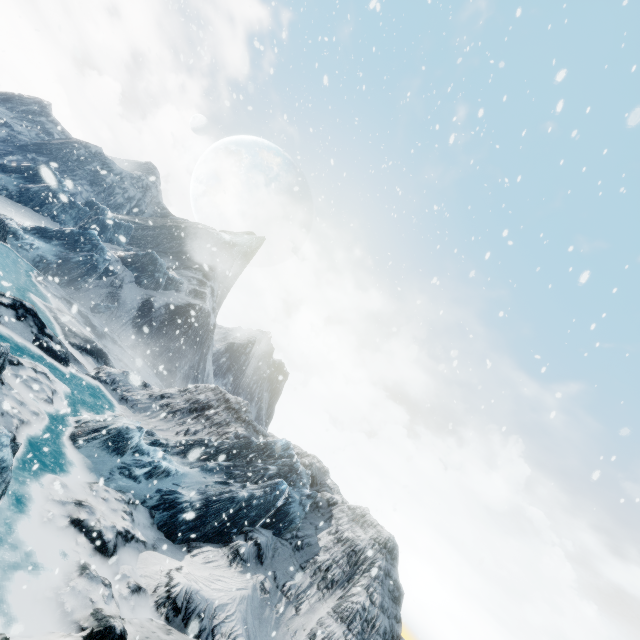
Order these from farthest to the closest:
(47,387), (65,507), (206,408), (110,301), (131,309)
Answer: (131,309)
(110,301)
(206,408)
(47,387)
(65,507)
